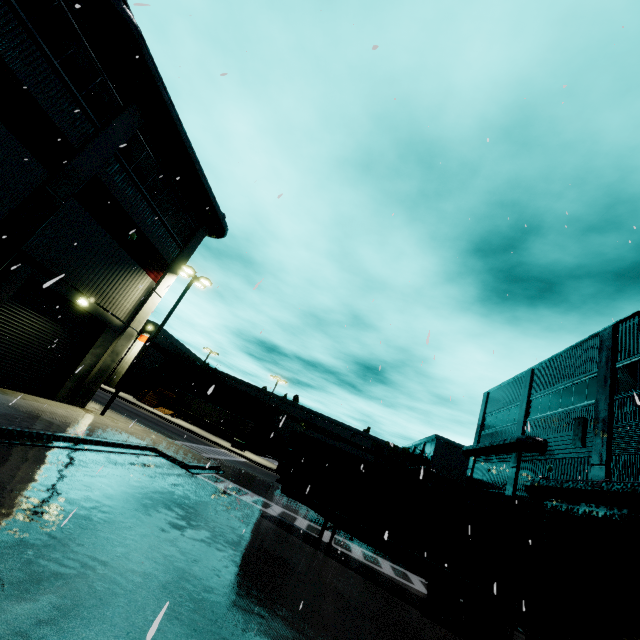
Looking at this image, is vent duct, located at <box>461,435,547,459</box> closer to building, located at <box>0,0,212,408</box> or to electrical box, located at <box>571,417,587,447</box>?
building, located at <box>0,0,212,408</box>

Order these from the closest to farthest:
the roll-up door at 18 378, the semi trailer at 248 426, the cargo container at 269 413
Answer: the roll-up door at 18 378 < the semi trailer at 248 426 < the cargo container at 269 413

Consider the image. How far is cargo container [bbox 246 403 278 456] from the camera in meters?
Answer: 50.8 m

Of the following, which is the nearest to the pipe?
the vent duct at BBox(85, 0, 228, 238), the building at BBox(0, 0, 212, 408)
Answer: the building at BBox(0, 0, 212, 408)

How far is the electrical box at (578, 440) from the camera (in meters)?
16.49

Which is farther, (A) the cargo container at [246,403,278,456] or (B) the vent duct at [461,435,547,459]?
(A) the cargo container at [246,403,278,456]

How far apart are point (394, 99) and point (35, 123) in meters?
13.6

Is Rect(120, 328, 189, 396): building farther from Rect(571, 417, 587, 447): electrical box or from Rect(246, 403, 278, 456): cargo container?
Rect(246, 403, 278, 456): cargo container
